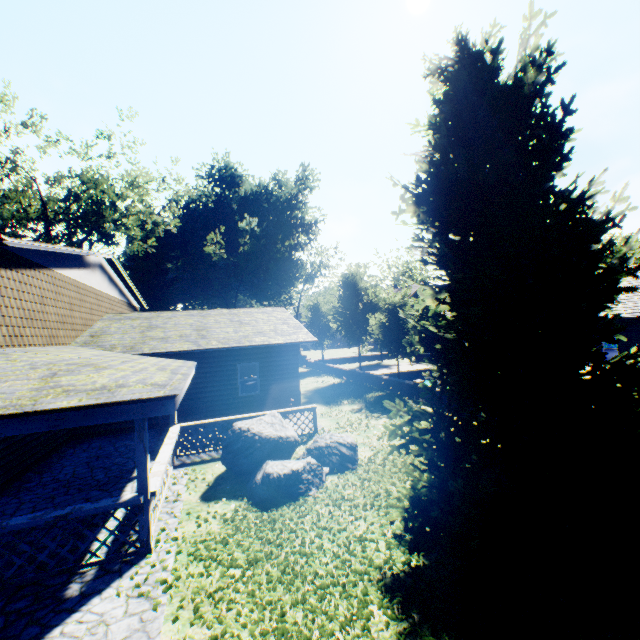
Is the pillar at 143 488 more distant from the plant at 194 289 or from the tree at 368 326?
the tree at 368 326

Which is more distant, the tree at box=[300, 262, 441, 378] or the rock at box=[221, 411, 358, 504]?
the tree at box=[300, 262, 441, 378]

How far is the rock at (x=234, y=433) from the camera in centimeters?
754cm

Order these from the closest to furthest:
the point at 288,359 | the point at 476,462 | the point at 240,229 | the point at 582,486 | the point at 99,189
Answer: the point at 582,486 < the point at 476,462 < the point at 288,359 < the point at 99,189 < the point at 240,229

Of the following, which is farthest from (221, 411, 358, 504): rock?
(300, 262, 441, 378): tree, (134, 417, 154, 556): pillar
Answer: (300, 262, 441, 378): tree

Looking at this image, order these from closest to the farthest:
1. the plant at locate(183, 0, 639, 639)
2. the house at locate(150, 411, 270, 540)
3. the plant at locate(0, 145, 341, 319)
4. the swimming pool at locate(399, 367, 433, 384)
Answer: the plant at locate(183, 0, 639, 639) → the house at locate(150, 411, 270, 540) → the swimming pool at locate(399, 367, 433, 384) → the plant at locate(0, 145, 341, 319)

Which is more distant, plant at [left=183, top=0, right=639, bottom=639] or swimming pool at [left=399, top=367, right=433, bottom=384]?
swimming pool at [left=399, top=367, right=433, bottom=384]

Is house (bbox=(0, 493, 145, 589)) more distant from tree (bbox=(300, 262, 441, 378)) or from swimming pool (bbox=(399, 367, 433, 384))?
swimming pool (bbox=(399, 367, 433, 384))
